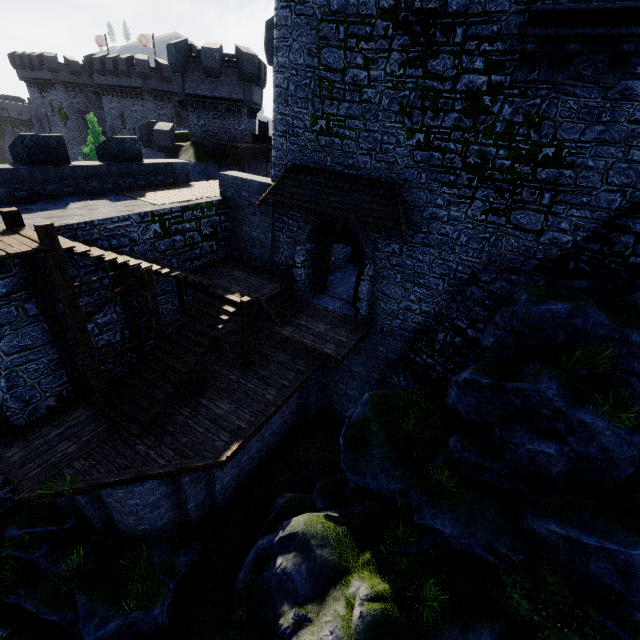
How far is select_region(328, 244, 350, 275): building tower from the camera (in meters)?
16.97

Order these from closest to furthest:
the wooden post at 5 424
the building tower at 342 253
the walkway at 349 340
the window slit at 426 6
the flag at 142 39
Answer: the window slit at 426 6
the wooden post at 5 424
the walkway at 349 340
the building tower at 342 253
the flag at 142 39

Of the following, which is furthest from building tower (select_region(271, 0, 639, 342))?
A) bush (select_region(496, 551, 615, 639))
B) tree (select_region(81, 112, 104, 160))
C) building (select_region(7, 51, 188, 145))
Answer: building (select_region(7, 51, 188, 145))

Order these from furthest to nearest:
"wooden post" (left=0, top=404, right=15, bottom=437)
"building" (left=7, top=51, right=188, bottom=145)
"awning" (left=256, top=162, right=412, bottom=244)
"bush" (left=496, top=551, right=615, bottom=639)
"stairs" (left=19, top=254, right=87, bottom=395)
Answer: "building" (left=7, top=51, right=188, bottom=145) < "awning" (left=256, top=162, right=412, bottom=244) < "wooden post" (left=0, top=404, right=15, bottom=437) < "stairs" (left=19, top=254, right=87, bottom=395) < "bush" (left=496, top=551, right=615, bottom=639)

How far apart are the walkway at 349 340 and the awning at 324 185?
3.64m

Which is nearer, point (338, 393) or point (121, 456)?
point (121, 456)

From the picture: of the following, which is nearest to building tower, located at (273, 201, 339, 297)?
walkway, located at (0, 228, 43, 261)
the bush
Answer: the bush

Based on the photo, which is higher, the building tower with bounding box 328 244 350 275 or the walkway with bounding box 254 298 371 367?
the building tower with bounding box 328 244 350 275
